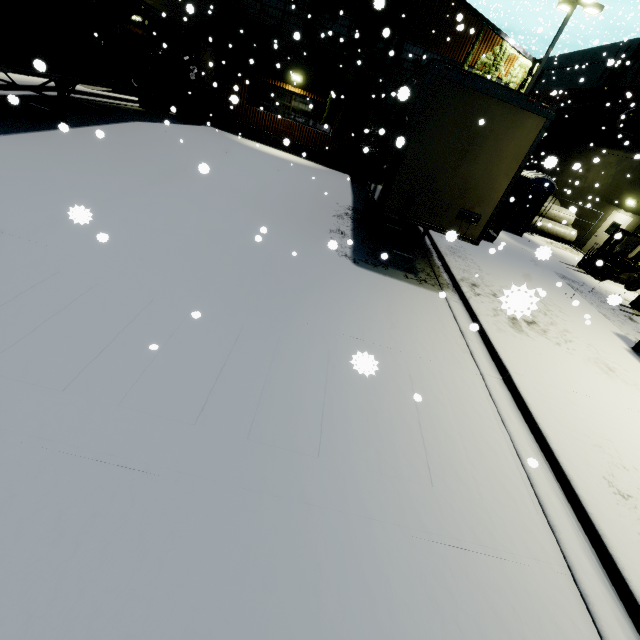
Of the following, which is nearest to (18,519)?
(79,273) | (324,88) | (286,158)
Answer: (79,273)

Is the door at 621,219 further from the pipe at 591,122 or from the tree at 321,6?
the tree at 321,6

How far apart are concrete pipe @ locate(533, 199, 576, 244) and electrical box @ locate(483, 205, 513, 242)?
6.4 meters

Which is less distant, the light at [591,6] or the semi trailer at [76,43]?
the semi trailer at [76,43]

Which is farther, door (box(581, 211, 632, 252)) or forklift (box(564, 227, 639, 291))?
door (box(581, 211, 632, 252))

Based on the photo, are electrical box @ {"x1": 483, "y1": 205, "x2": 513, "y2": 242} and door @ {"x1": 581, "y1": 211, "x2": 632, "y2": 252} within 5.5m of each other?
no

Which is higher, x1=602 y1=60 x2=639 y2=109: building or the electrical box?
x1=602 y1=60 x2=639 y2=109: building

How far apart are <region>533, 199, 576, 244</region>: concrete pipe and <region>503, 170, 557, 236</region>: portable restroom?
1.8 meters
